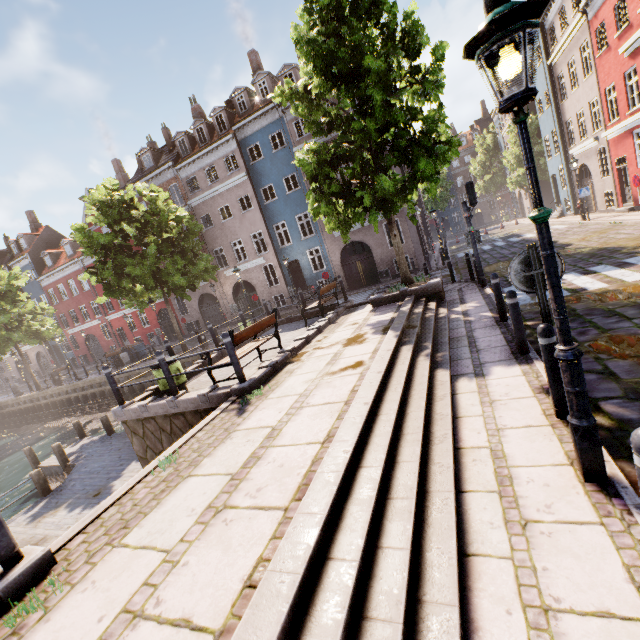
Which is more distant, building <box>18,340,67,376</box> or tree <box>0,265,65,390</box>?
building <box>18,340,67,376</box>

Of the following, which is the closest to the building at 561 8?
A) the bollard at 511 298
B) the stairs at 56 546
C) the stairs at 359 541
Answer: the bollard at 511 298

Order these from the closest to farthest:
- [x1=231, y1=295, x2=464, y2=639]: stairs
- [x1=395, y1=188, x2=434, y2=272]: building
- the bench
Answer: [x1=231, y1=295, x2=464, y2=639]: stairs
the bench
[x1=395, y1=188, x2=434, y2=272]: building

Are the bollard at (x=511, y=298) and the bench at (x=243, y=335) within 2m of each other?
no

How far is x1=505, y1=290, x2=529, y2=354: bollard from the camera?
5.26m

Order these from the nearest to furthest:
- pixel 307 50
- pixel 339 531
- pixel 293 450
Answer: pixel 339 531 → pixel 293 450 → pixel 307 50

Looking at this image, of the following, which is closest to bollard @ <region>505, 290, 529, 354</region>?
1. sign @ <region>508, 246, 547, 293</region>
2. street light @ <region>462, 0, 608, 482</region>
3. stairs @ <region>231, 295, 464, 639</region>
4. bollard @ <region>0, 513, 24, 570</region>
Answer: stairs @ <region>231, 295, 464, 639</region>

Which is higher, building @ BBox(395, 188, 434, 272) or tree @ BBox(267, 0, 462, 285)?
tree @ BBox(267, 0, 462, 285)
